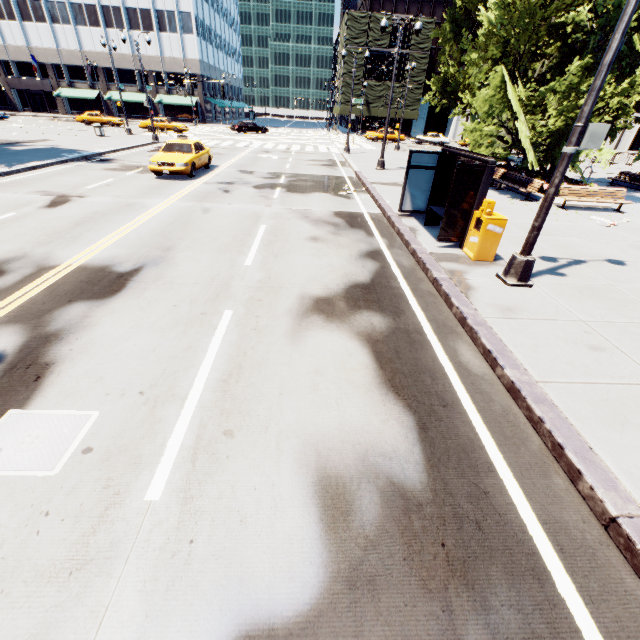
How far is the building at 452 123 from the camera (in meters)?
58.00

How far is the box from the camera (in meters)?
7.58

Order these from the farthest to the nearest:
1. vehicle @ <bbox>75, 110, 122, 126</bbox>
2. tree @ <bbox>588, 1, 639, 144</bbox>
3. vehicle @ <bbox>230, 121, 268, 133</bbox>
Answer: vehicle @ <bbox>230, 121, 268, 133</bbox>
vehicle @ <bbox>75, 110, 122, 126</bbox>
tree @ <bbox>588, 1, 639, 144</bbox>

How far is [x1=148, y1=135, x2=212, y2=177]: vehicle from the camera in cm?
1484

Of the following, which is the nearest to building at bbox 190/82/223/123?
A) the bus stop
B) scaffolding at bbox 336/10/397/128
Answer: scaffolding at bbox 336/10/397/128

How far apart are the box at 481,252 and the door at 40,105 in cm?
7732

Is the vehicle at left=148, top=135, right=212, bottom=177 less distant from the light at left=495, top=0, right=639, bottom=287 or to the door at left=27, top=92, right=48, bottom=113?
the light at left=495, top=0, right=639, bottom=287

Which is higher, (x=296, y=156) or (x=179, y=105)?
(x=179, y=105)
